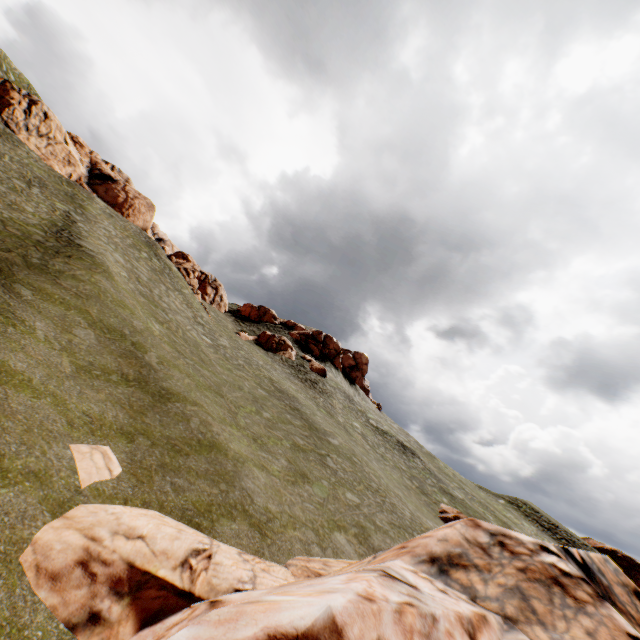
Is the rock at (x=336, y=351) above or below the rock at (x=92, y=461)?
above

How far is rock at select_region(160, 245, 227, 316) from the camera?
44.5 meters

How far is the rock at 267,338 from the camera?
47.38m

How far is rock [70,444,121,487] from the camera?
8.34m

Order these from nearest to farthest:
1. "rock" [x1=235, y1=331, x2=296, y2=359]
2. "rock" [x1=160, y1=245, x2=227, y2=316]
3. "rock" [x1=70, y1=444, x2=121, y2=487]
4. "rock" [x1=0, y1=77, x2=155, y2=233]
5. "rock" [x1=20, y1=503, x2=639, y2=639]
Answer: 1. "rock" [x1=20, y1=503, x2=639, y2=639]
2. "rock" [x1=70, y1=444, x2=121, y2=487]
3. "rock" [x1=0, y1=77, x2=155, y2=233]
4. "rock" [x1=160, y1=245, x2=227, y2=316]
5. "rock" [x1=235, y1=331, x2=296, y2=359]

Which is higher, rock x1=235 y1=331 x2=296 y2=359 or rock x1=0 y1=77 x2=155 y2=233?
rock x1=0 y1=77 x2=155 y2=233

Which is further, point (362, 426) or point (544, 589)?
point (362, 426)
